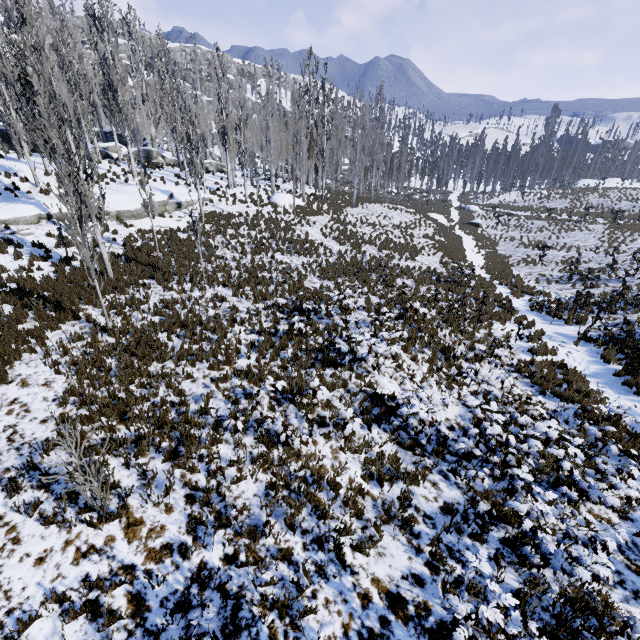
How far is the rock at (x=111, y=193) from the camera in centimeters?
1917cm

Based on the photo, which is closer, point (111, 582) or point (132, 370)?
point (111, 582)

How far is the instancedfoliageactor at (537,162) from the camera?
53.74m

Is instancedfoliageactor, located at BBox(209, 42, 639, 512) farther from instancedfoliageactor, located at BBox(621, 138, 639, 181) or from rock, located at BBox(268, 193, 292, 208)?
instancedfoliageactor, located at BBox(621, 138, 639, 181)

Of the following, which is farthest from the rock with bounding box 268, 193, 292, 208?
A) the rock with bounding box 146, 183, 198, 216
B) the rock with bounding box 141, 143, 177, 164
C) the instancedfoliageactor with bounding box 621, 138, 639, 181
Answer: the instancedfoliageactor with bounding box 621, 138, 639, 181

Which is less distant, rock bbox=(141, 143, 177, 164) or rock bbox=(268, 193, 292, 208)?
rock bbox=(268, 193, 292, 208)

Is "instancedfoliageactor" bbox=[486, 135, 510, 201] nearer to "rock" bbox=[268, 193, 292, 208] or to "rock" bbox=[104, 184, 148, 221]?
"rock" bbox=[104, 184, 148, 221]

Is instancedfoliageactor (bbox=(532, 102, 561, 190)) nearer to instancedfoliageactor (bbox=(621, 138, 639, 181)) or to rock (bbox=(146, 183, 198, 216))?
rock (bbox=(146, 183, 198, 216))
